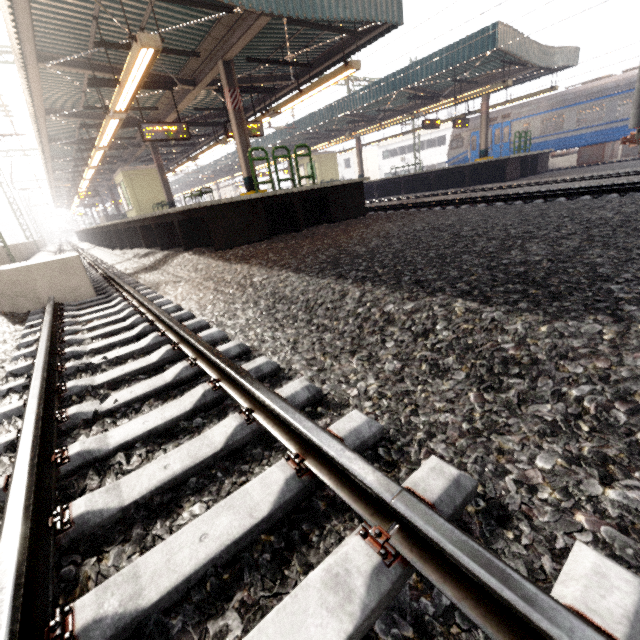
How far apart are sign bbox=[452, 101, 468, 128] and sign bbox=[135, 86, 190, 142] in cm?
1653

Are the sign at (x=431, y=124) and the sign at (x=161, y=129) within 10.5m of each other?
no

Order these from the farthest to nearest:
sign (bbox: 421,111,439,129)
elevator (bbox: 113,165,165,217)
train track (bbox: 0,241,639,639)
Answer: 1. elevator (bbox: 113,165,165,217)
2. sign (bbox: 421,111,439,129)
3. train track (bbox: 0,241,639,639)

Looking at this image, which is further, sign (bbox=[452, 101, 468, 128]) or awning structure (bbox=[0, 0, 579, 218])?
sign (bbox=[452, 101, 468, 128])

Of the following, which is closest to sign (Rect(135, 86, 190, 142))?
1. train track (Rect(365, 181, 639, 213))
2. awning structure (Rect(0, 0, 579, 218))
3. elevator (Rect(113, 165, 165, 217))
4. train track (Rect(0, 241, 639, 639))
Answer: awning structure (Rect(0, 0, 579, 218))

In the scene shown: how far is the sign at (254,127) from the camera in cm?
1205

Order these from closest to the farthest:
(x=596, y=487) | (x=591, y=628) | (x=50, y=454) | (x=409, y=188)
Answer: (x=591, y=628) → (x=596, y=487) → (x=50, y=454) → (x=409, y=188)

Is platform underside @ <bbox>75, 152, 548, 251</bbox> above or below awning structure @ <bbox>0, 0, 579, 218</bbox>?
below
